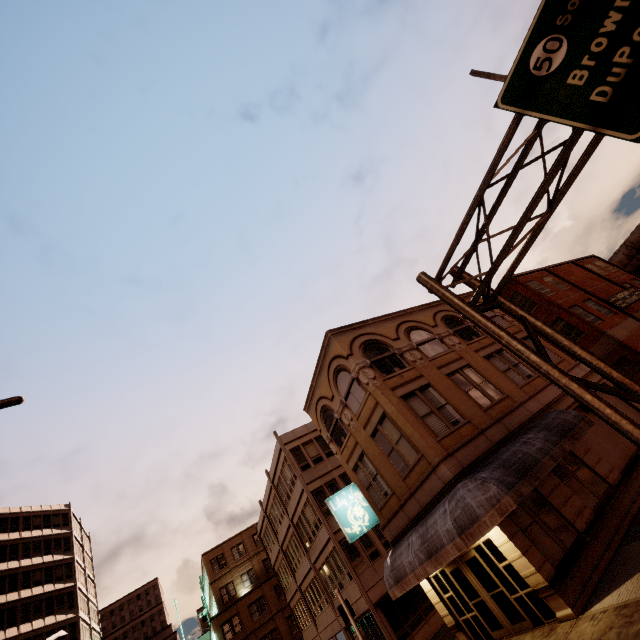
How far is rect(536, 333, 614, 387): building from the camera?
18.94m

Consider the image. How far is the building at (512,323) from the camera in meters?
21.1

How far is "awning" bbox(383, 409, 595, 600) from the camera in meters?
10.4 m

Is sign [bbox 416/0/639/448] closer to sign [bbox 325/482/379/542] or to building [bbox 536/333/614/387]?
building [bbox 536/333/614/387]

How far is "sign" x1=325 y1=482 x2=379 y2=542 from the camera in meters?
16.3 m

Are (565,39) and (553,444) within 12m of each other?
no

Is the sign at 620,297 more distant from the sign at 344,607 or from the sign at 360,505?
the sign at 344,607

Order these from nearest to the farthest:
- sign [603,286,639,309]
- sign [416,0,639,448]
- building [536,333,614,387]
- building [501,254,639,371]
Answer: sign [416,0,639,448] < building [536,333,614,387] < building [501,254,639,371] < sign [603,286,639,309]
